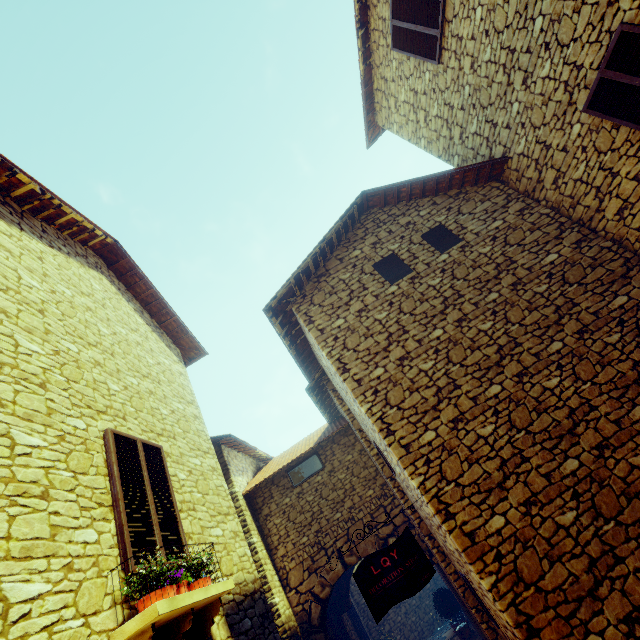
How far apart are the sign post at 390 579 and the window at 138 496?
2.1 meters

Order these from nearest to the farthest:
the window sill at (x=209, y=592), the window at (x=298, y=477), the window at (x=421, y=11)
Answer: the window sill at (x=209, y=592) → the window at (x=421, y=11) → the window at (x=298, y=477)

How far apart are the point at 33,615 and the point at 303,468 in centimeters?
710cm

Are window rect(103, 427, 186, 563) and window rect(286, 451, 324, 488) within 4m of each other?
no

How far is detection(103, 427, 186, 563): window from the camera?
3.4 meters

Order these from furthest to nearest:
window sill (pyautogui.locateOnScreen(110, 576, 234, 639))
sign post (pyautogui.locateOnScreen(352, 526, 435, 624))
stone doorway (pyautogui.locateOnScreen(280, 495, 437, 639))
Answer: stone doorway (pyautogui.locateOnScreen(280, 495, 437, 639)), sign post (pyautogui.locateOnScreen(352, 526, 435, 624)), window sill (pyautogui.locateOnScreen(110, 576, 234, 639))

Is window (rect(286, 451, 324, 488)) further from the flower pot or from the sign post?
the flower pot

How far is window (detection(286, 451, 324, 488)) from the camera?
8.7 meters
